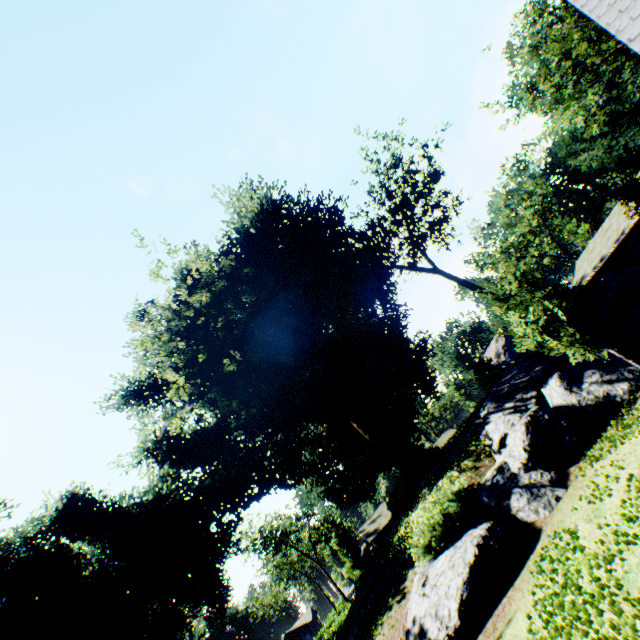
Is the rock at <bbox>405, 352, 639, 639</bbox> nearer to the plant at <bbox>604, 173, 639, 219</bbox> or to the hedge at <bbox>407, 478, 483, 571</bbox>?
the hedge at <bbox>407, 478, 483, 571</bbox>

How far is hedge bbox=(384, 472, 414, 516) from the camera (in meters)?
19.09

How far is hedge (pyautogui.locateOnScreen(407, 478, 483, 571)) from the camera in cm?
1002

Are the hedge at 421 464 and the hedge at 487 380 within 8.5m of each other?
yes

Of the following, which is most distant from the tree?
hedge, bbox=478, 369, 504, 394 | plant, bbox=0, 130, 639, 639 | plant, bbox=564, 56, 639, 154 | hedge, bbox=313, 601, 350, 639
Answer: hedge, bbox=478, 369, 504, 394

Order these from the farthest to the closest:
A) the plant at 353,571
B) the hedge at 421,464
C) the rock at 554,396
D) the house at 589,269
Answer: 1. the house at 589,269
2. the hedge at 421,464
3. the plant at 353,571
4. the rock at 554,396

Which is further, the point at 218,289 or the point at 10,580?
the point at 10,580

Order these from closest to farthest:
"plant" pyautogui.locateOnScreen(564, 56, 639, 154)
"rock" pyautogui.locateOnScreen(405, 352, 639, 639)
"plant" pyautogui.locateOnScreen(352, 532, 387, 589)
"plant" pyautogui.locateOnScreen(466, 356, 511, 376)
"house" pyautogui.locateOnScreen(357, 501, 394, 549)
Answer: "rock" pyautogui.locateOnScreen(405, 352, 639, 639) < "plant" pyautogui.locateOnScreen(352, 532, 387, 589) < "plant" pyautogui.locateOnScreen(466, 356, 511, 376) < "house" pyautogui.locateOnScreen(357, 501, 394, 549) < "plant" pyautogui.locateOnScreen(564, 56, 639, 154)
